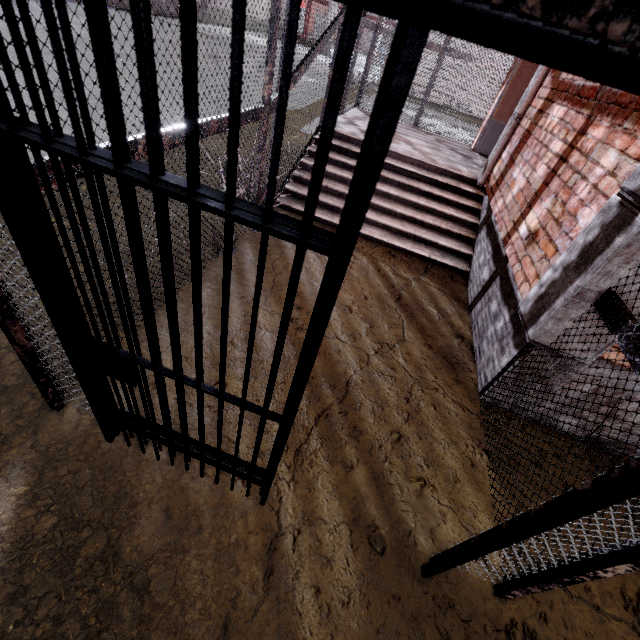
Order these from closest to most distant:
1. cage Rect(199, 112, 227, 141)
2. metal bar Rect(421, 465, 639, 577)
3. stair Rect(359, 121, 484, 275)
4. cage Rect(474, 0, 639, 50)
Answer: cage Rect(474, 0, 639, 50), metal bar Rect(421, 465, 639, 577), cage Rect(199, 112, 227, 141), stair Rect(359, 121, 484, 275)

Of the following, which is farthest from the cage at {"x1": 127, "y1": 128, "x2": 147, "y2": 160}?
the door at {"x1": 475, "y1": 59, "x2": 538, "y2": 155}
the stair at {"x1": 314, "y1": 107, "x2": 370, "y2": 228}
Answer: the door at {"x1": 475, "y1": 59, "x2": 538, "y2": 155}

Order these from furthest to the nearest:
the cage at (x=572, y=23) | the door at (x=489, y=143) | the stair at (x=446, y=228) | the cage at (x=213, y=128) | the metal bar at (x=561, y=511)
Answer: the door at (x=489, y=143)
the stair at (x=446, y=228)
the cage at (x=213, y=128)
the metal bar at (x=561, y=511)
the cage at (x=572, y=23)

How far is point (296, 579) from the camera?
1.7m

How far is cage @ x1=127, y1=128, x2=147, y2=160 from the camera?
1.9m

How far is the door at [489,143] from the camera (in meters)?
6.18

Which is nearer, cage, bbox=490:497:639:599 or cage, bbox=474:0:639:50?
cage, bbox=474:0:639:50

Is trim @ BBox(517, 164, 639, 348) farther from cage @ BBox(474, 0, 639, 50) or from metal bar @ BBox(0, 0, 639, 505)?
metal bar @ BBox(0, 0, 639, 505)
